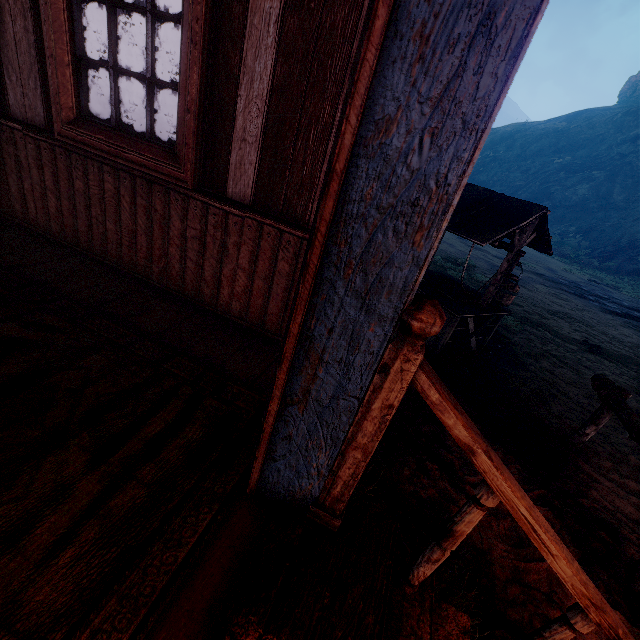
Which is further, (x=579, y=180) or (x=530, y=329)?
(x=579, y=180)

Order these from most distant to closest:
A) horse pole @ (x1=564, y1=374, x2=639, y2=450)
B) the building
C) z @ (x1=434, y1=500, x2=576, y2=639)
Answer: horse pole @ (x1=564, y1=374, x2=639, y2=450) < z @ (x1=434, y1=500, x2=576, y2=639) < the building

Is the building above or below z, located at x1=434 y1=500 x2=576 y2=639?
above

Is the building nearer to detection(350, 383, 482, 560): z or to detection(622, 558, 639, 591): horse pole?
detection(350, 383, 482, 560): z

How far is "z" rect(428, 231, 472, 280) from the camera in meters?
9.4

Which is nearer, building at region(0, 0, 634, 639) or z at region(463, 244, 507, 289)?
building at region(0, 0, 634, 639)

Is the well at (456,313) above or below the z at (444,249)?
above

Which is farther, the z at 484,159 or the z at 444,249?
the z at 444,249
